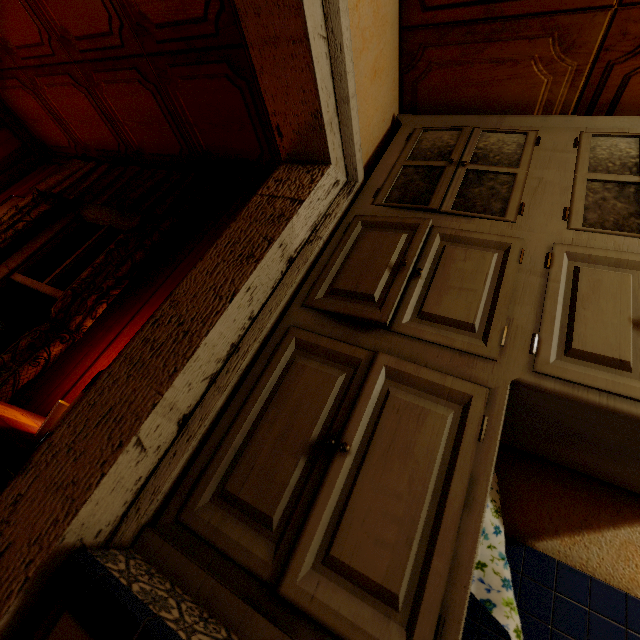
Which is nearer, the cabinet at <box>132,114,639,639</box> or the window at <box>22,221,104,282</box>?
the cabinet at <box>132,114,639,639</box>

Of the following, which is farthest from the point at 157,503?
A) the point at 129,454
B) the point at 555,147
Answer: the point at 555,147

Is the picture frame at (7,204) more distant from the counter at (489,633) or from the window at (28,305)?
the counter at (489,633)

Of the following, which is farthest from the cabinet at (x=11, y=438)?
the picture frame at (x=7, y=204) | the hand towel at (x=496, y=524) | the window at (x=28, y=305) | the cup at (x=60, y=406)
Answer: the picture frame at (x=7, y=204)

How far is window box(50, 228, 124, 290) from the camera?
2.4m

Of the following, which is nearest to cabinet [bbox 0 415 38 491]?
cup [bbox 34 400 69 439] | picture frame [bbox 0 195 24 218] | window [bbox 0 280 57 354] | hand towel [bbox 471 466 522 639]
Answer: cup [bbox 34 400 69 439]

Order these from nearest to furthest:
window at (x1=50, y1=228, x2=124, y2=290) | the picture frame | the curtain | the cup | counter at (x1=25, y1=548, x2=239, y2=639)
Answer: counter at (x1=25, y1=548, x2=239, y2=639) → the cup → the curtain → window at (x1=50, y1=228, x2=124, y2=290) → the picture frame

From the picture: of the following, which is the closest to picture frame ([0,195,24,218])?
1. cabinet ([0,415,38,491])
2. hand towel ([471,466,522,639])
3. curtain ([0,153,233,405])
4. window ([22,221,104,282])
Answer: curtain ([0,153,233,405])
